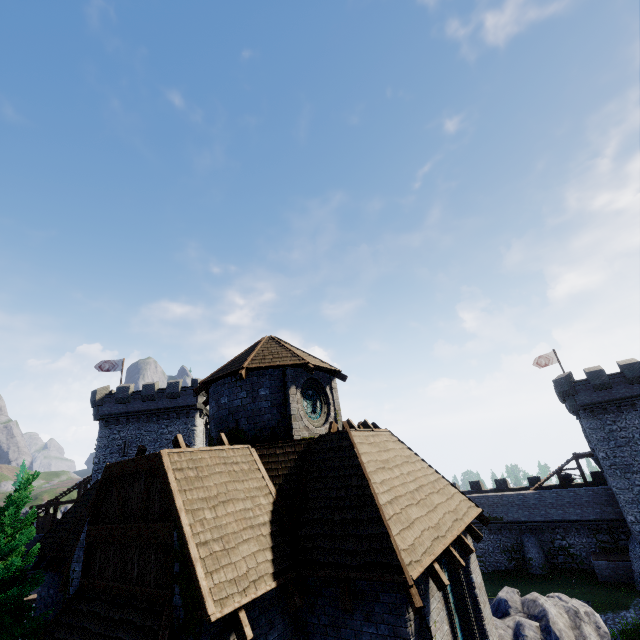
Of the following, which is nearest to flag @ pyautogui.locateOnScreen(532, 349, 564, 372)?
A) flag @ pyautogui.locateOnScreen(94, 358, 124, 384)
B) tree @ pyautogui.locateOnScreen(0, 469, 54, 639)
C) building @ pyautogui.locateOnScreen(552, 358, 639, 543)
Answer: building @ pyautogui.locateOnScreen(552, 358, 639, 543)

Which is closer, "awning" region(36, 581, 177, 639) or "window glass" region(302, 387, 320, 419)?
"awning" region(36, 581, 177, 639)

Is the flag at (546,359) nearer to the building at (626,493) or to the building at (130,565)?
the building at (626,493)

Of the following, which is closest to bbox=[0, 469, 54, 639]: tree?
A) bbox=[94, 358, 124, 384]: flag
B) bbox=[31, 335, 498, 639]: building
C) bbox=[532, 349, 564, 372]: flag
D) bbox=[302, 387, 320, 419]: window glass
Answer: bbox=[31, 335, 498, 639]: building

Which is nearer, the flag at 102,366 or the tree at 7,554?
the tree at 7,554

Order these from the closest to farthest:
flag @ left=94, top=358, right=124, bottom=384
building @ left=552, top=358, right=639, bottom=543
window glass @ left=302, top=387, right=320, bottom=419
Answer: window glass @ left=302, top=387, right=320, bottom=419
building @ left=552, top=358, right=639, bottom=543
flag @ left=94, top=358, right=124, bottom=384

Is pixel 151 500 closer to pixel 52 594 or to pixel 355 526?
pixel 355 526

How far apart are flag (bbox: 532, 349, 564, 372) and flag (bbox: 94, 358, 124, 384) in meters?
49.0
